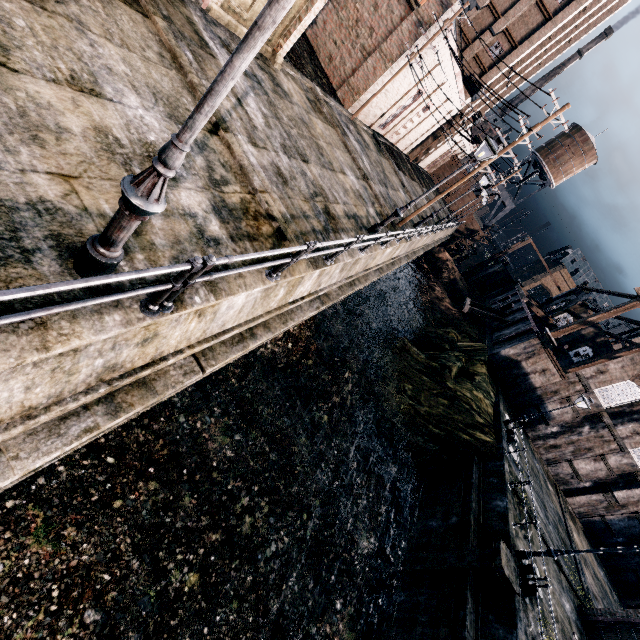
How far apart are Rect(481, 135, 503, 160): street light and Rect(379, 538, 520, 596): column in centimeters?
1663cm

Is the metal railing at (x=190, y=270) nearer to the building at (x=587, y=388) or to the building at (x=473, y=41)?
the building at (x=587, y=388)

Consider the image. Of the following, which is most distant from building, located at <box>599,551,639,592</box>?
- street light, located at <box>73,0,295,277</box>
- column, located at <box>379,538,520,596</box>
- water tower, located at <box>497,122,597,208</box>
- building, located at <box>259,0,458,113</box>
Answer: street light, located at <box>73,0,295,277</box>

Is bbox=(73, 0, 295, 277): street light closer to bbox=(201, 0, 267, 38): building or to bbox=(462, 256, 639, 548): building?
bbox=(201, 0, 267, 38): building

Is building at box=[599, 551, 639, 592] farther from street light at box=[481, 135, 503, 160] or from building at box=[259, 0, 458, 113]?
street light at box=[481, 135, 503, 160]

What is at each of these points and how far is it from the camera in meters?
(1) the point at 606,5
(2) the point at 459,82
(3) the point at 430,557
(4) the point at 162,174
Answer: (1) building, 35.0
(2) building, 30.7
(3) column, 15.9
(4) street light, 3.2

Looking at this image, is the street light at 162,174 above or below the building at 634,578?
above

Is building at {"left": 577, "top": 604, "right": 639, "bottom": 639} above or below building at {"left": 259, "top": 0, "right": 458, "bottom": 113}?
below
